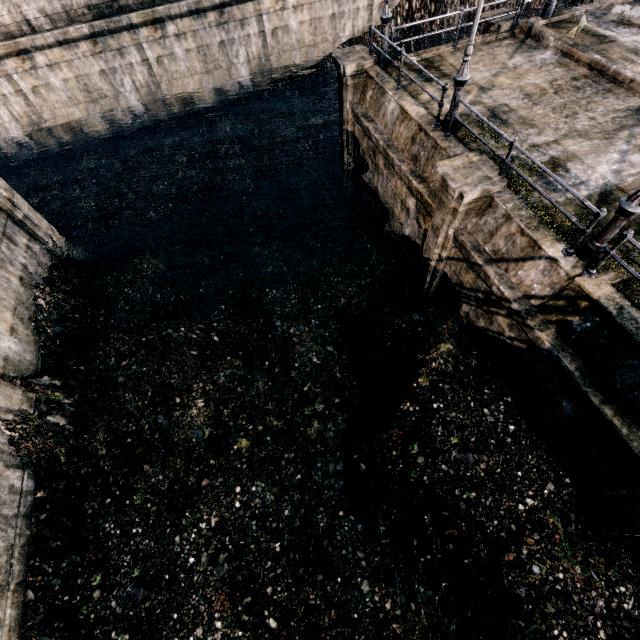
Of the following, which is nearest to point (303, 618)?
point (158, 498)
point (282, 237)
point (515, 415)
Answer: point (158, 498)

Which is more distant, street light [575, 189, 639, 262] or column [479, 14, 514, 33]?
column [479, 14, 514, 33]

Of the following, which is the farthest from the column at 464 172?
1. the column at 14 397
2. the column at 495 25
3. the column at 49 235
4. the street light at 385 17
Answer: the column at 49 235

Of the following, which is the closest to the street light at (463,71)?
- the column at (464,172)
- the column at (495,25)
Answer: the column at (464,172)

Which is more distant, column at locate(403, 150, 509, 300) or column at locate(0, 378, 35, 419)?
column at locate(0, 378, 35, 419)

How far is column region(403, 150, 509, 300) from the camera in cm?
870

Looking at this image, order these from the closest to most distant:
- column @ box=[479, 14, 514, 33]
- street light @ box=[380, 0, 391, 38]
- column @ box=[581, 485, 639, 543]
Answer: column @ box=[581, 485, 639, 543]
street light @ box=[380, 0, 391, 38]
column @ box=[479, 14, 514, 33]

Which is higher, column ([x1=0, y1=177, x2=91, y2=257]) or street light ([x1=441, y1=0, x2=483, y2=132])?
street light ([x1=441, y1=0, x2=483, y2=132])
